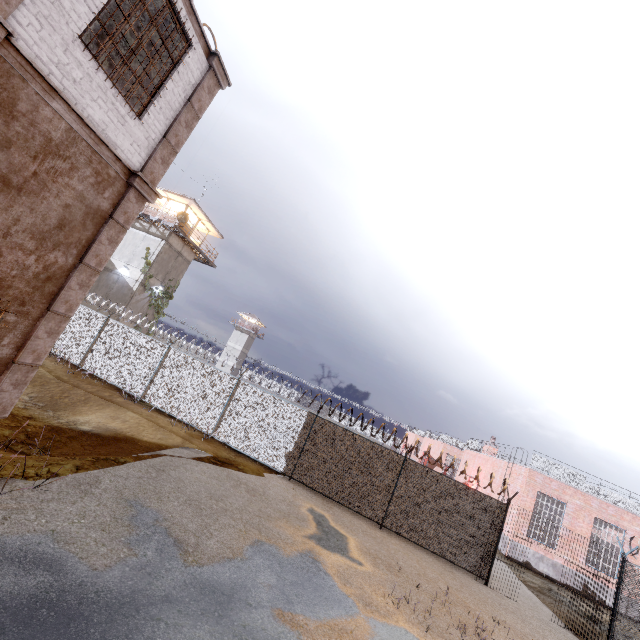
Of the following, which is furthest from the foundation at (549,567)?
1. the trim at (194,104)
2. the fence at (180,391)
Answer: the trim at (194,104)

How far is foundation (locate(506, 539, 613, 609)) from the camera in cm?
1684

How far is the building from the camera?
25.5 meters

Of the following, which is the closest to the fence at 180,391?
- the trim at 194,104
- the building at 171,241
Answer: the trim at 194,104

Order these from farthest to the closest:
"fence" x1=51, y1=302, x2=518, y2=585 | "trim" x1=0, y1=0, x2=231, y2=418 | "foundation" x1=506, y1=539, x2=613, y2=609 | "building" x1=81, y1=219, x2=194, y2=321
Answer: "building" x1=81, y1=219, x2=194, y2=321 < "foundation" x1=506, y1=539, x2=613, y2=609 < "fence" x1=51, y1=302, x2=518, y2=585 < "trim" x1=0, y1=0, x2=231, y2=418

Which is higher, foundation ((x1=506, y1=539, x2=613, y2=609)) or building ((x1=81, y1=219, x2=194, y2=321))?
building ((x1=81, y1=219, x2=194, y2=321))

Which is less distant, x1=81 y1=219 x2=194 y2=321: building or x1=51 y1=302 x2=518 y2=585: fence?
x1=51 y1=302 x2=518 y2=585: fence

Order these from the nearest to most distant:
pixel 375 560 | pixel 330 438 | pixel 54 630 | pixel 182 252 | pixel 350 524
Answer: pixel 54 630, pixel 375 560, pixel 350 524, pixel 330 438, pixel 182 252
